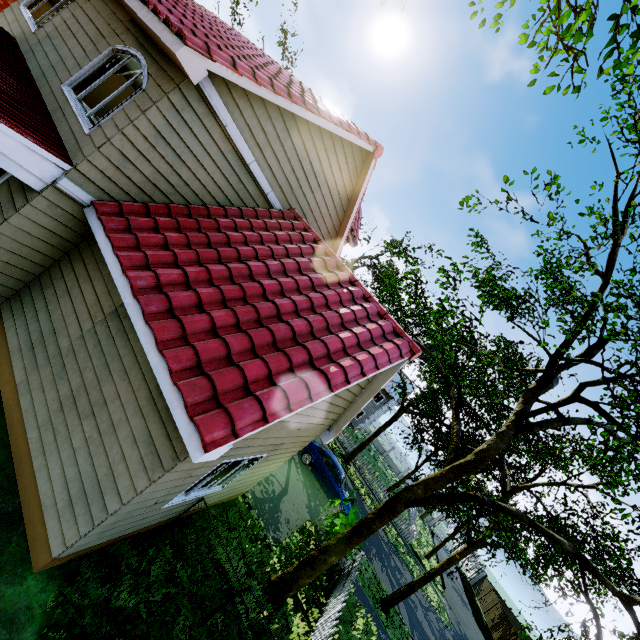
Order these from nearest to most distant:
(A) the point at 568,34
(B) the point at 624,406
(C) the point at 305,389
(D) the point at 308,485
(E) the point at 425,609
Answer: (C) the point at 305,389
(B) the point at 624,406
(A) the point at 568,34
(D) the point at 308,485
(E) the point at 425,609

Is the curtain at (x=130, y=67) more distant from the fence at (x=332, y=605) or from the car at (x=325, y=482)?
the car at (x=325, y=482)

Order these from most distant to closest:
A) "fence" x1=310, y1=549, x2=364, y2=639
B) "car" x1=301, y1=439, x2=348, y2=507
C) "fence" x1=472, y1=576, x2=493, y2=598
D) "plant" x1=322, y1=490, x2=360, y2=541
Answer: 1. "fence" x1=472, y1=576, x2=493, y2=598
2. "car" x1=301, y1=439, x2=348, y2=507
3. "plant" x1=322, y1=490, x2=360, y2=541
4. "fence" x1=310, y1=549, x2=364, y2=639

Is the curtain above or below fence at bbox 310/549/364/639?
above

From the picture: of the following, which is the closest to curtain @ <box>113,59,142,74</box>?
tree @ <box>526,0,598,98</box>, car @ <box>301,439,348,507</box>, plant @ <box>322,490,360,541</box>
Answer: plant @ <box>322,490,360,541</box>

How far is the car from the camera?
16.38m

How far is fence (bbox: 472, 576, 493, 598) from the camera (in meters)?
36.72

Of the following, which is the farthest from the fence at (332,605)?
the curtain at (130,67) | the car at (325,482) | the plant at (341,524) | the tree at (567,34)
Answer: the curtain at (130,67)
